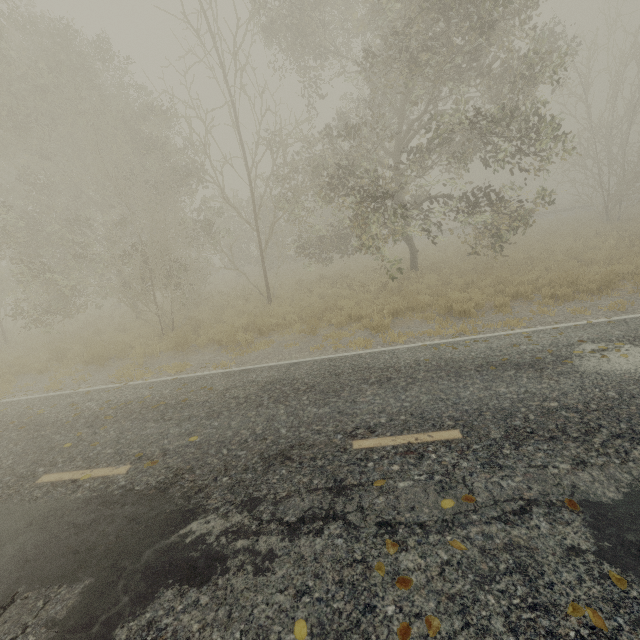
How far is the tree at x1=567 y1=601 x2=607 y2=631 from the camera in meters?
2.3

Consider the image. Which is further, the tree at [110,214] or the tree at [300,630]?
the tree at [110,214]

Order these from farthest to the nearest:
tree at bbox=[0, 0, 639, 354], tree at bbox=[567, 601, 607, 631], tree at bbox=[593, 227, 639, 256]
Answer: tree at bbox=[593, 227, 639, 256] → tree at bbox=[0, 0, 639, 354] → tree at bbox=[567, 601, 607, 631]

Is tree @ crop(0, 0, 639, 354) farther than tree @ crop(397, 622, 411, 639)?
Yes

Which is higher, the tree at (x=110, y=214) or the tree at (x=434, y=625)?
the tree at (x=110, y=214)

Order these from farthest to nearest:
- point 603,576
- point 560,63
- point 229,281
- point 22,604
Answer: point 229,281
point 560,63
point 22,604
point 603,576

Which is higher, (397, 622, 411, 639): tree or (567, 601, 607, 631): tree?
(567, 601, 607, 631): tree
